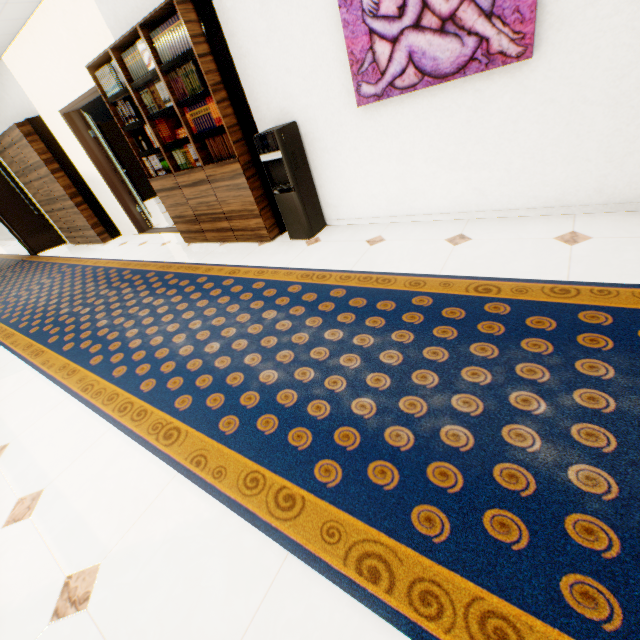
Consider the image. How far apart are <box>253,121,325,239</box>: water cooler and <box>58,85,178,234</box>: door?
5.0 meters

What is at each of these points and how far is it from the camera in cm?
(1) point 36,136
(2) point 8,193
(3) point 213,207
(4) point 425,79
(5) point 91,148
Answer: (1) cupboard, 548
(2) door, 705
(3) book, 398
(4) picture, 236
(5) door, 544

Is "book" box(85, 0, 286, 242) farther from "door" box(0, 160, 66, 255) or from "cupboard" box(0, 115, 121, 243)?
"door" box(0, 160, 66, 255)

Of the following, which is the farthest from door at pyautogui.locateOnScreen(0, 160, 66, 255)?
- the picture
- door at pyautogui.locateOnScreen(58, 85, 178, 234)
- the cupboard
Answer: the picture

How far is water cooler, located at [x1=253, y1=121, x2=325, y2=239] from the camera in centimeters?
306cm

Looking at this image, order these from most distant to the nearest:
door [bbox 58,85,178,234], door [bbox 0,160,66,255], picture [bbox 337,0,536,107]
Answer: door [bbox 0,160,66,255] < door [bbox 58,85,178,234] < picture [bbox 337,0,536,107]

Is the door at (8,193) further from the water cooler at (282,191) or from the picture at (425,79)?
the picture at (425,79)

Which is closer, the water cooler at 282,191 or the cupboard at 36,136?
the water cooler at 282,191
